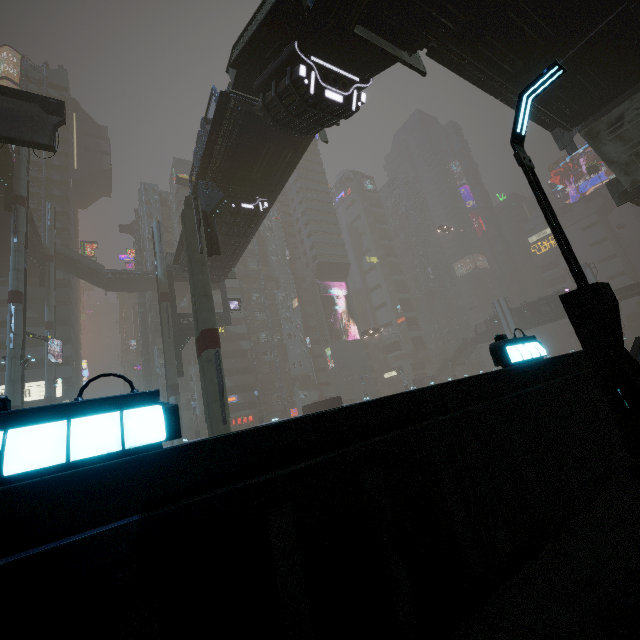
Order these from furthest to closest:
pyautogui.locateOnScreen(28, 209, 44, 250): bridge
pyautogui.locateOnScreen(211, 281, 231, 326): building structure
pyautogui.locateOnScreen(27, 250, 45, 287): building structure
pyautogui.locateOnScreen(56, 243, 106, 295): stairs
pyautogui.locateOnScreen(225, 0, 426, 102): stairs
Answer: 1. pyautogui.locateOnScreen(56, 243, 106, 295): stairs
2. pyautogui.locateOnScreen(27, 250, 45, 287): building structure
3. pyautogui.locateOnScreen(28, 209, 44, 250): bridge
4. pyautogui.locateOnScreen(211, 281, 231, 326): building structure
5. pyautogui.locateOnScreen(225, 0, 426, 102): stairs

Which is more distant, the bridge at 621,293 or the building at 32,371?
the bridge at 621,293

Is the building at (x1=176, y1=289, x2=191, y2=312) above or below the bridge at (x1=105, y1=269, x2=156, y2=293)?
below

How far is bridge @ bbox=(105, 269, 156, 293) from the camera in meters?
46.0

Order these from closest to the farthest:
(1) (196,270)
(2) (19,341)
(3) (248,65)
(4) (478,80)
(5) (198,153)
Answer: (3) (248,65), (4) (478,80), (1) (196,270), (5) (198,153), (2) (19,341)

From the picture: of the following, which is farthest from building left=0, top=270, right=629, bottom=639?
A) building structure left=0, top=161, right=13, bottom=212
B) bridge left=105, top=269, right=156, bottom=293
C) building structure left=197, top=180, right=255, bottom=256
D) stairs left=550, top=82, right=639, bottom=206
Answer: building structure left=0, top=161, right=13, bottom=212

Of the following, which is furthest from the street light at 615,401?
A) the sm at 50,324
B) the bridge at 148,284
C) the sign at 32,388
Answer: the bridge at 148,284

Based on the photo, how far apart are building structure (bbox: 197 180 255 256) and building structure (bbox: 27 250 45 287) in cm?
3349
